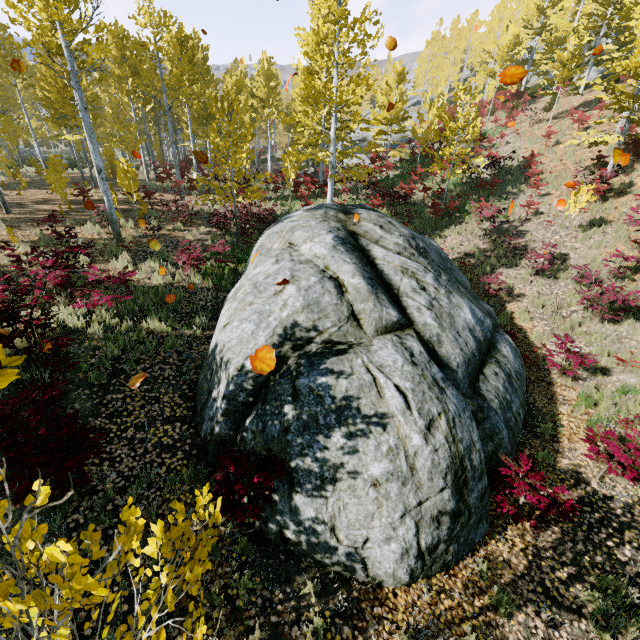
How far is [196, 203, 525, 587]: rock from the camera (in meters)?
4.26

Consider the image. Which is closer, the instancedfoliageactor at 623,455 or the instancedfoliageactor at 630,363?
the instancedfoliageactor at 623,455

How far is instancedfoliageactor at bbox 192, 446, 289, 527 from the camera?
1.9m

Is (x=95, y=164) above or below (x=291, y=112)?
below

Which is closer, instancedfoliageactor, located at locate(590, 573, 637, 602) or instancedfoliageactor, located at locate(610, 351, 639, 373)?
instancedfoliageactor, located at locate(590, 573, 637, 602)

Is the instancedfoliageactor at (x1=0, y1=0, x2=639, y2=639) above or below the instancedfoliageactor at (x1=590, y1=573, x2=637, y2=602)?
above

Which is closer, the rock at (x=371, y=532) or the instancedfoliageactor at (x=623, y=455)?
the rock at (x=371, y=532)
